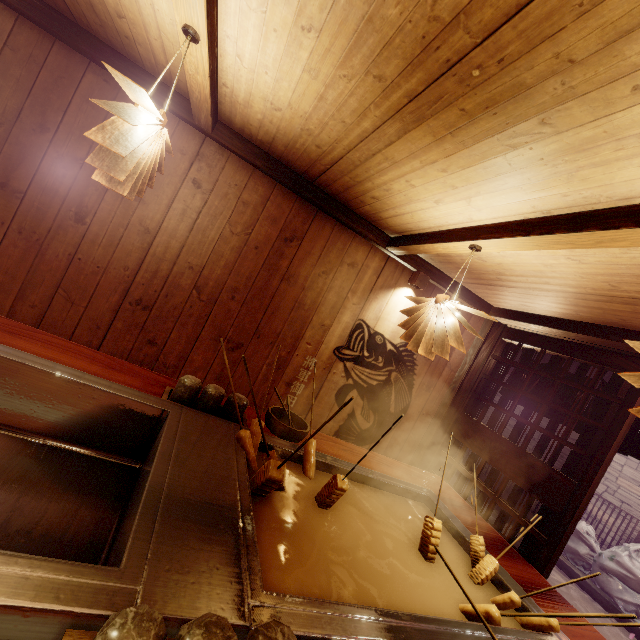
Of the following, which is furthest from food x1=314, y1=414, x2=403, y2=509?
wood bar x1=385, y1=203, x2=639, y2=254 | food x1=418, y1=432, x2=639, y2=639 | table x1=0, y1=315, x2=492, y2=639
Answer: wood bar x1=385, y1=203, x2=639, y2=254

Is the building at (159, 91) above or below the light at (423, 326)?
above

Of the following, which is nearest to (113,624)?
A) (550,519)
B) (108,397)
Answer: (108,397)

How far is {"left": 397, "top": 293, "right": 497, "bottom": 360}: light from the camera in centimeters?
352cm

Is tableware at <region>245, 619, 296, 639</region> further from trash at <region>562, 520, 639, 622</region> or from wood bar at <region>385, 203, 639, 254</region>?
trash at <region>562, 520, 639, 622</region>

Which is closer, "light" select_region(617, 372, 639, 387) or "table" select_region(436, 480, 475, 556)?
"light" select_region(617, 372, 639, 387)

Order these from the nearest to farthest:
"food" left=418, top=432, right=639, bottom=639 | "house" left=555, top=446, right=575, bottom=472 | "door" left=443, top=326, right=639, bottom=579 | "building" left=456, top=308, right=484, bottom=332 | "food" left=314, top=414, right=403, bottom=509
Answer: "food" left=418, top=432, right=639, bottom=639
"food" left=314, top=414, right=403, bottom=509
"door" left=443, top=326, right=639, bottom=579
"building" left=456, top=308, right=484, bottom=332
"house" left=555, top=446, right=575, bottom=472

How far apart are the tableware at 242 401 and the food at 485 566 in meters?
2.2 m
